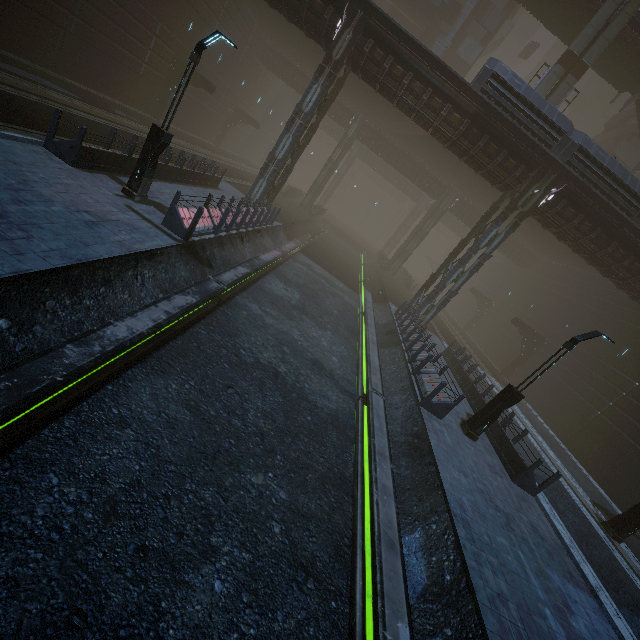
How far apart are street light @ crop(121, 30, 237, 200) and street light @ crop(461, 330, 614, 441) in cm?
1399

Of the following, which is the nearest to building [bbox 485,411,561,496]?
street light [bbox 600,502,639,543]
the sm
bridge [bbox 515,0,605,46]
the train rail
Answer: the train rail

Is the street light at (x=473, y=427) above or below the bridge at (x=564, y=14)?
below

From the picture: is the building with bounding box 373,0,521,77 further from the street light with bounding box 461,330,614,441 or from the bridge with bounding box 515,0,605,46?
the bridge with bounding box 515,0,605,46

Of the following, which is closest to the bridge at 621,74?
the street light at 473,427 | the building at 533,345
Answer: the building at 533,345

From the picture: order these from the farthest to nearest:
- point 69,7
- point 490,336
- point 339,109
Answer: point 490,336 < point 339,109 < point 69,7

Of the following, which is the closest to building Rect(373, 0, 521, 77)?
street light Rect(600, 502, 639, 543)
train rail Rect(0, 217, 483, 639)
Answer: train rail Rect(0, 217, 483, 639)

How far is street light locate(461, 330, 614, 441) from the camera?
10.68m
